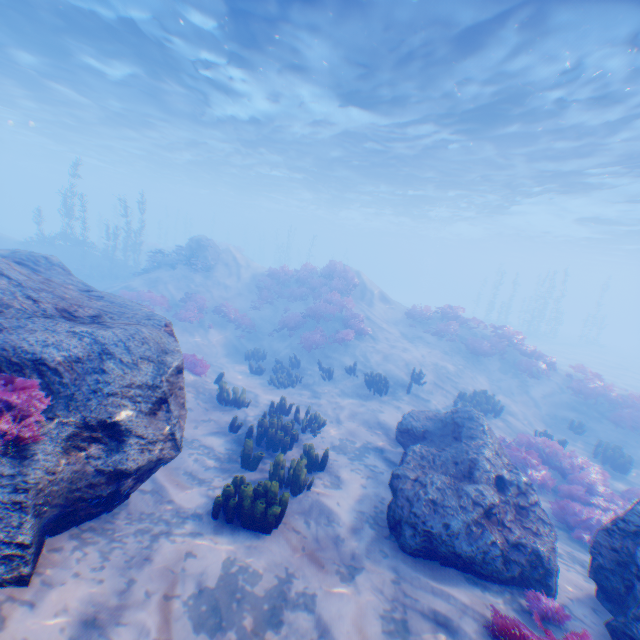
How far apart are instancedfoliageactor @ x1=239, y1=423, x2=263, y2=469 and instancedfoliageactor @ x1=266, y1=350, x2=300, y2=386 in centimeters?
619cm

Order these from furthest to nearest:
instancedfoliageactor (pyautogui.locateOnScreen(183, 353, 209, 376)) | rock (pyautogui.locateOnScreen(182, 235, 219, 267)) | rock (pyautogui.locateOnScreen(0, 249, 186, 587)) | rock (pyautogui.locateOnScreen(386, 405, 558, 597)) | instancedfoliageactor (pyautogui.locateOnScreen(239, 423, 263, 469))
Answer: rock (pyautogui.locateOnScreen(182, 235, 219, 267)) → instancedfoliageactor (pyautogui.locateOnScreen(183, 353, 209, 376)) → instancedfoliageactor (pyautogui.locateOnScreen(239, 423, 263, 469)) → rock (pyautogui.locateOnScreen(386, 405, 558, 597)) → rock (pyautogui.locateOnScreen(0, 249, 186, 587))

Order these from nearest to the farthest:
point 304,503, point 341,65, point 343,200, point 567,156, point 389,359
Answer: point 304,503, point 341,65, point 389,359, point 567,156, point 343,200

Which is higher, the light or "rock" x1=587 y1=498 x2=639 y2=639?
the light

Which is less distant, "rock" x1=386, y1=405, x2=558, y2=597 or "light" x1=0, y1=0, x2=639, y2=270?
"rock" x1=386, y1=405, x2=558, y2=597

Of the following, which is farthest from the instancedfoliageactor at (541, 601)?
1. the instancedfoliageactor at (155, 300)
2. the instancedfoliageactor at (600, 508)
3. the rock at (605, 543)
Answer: the instancedfoliageactor at (155, 300)

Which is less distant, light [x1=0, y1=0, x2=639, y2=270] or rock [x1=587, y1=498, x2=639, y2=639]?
rock [x1=587, y1=498, x2=639, y2=639]

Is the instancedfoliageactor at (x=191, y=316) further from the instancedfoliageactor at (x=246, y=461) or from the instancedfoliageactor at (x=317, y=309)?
the instancedfoliageactor at (x=246, y=461)
